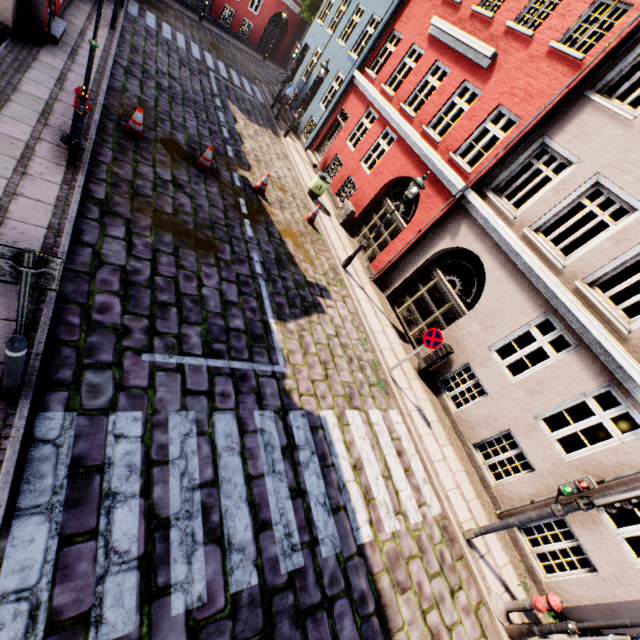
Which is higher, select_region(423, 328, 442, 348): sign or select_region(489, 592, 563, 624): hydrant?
select_region(423, 328, 442, 348): sign

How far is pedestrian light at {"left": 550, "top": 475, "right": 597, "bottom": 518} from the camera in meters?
5.5

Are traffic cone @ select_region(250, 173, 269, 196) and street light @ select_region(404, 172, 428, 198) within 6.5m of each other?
yes

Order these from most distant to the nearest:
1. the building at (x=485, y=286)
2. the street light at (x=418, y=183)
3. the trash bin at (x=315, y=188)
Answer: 1. the trash bin at (x=315, y=188)
2. the street light at (x=418, y=183)
3. the building at (x=485, y=286)

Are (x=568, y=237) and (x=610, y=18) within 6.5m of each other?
no

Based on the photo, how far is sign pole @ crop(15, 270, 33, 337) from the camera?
3.2 meters

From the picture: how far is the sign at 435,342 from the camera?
8.0 meters

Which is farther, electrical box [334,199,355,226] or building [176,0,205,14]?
building [176,0,205,14]
